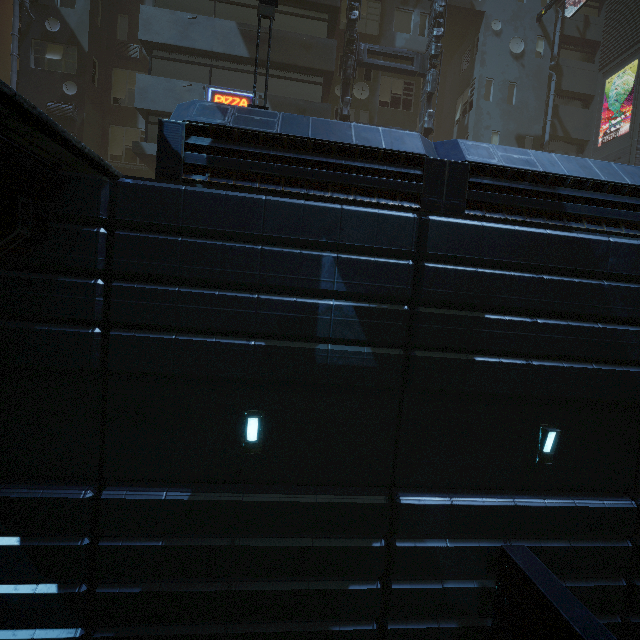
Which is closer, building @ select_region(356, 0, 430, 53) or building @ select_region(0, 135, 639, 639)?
building @ select_region(0, 135, 639, 639)

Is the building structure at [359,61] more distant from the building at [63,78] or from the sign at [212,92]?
the sign at [212,92]

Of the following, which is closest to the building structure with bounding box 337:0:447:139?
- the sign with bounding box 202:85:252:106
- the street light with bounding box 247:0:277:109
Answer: the sign with bounding box 202:85:252:106

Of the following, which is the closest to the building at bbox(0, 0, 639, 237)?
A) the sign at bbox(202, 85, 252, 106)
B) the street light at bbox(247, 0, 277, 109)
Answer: the sign at bbox(202, 85, 252, 106)

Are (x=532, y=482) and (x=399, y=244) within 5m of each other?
no

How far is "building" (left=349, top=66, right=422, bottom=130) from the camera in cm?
1861

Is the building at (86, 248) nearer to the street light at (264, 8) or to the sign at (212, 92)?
the sign at (212, 92)

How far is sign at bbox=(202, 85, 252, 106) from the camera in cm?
1484
